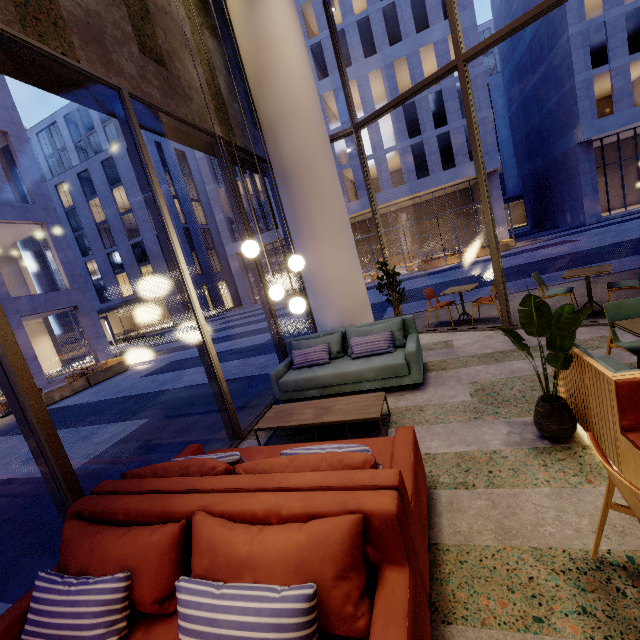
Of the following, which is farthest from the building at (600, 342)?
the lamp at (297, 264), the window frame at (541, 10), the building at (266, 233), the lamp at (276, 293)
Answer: the building at (266, 233)

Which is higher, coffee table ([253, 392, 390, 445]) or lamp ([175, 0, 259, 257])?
lamp ([175, 0, 259, 257])

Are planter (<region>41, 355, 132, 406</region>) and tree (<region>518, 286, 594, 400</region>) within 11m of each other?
no

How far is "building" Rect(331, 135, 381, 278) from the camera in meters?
27.4 m

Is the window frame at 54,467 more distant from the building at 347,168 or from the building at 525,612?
the building at 347,168

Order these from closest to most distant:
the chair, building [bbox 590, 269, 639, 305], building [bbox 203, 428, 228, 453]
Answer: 1. the chair
2. building [bbox 203, 428, 228, 453]
3. building [bbox 590, 269, 639, 305]

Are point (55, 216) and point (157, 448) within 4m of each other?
no

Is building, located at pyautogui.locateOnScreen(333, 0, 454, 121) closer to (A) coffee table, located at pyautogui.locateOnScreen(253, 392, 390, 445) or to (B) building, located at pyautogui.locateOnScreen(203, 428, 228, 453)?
(B) building, located at pyautogui.locateOnScreen(203, 428, 228, 453)
